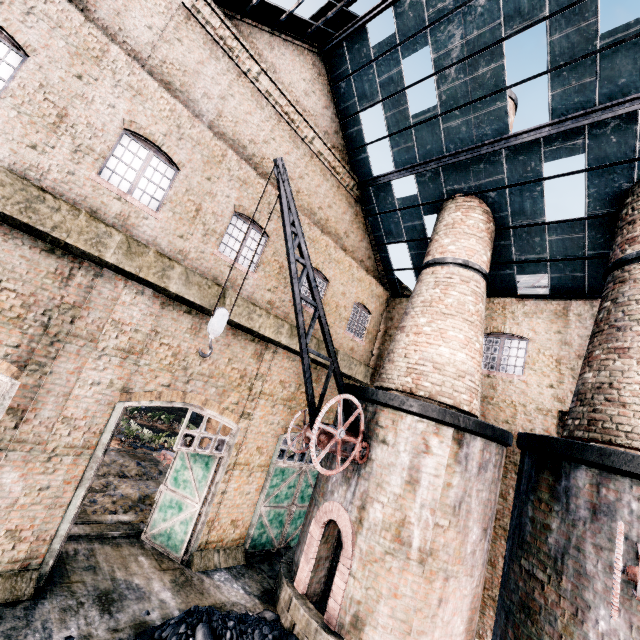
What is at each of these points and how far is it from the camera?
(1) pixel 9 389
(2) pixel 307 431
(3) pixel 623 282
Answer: (1) door, 7.6 meters
(2) crane, 9.4 meters
(3) chimney, 9.3 meters

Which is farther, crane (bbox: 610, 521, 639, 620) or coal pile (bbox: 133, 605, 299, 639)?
coal pile (bbox: 133, 605, 299, 639)

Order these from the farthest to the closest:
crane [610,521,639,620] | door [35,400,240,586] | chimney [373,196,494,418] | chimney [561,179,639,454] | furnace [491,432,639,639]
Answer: chimney [373,196,494,418] → door [35,400,240,586] → chimney [561,179,639,454] → furnace [491,432,639,639] → crane [610,521,639,620]

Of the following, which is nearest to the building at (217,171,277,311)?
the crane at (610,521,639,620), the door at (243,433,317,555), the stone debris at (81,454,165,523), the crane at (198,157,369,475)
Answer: the door at (243,433,317,555)

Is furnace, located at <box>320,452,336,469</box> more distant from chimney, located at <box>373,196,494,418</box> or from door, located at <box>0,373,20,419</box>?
door, located at <box>0,373,20,419</box>

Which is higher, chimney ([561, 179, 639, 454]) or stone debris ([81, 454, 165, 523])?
chimney ([561, 179, 639, 454])

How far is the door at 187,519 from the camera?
8.6 meters

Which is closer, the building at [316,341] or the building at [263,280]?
the building at [263,280]
